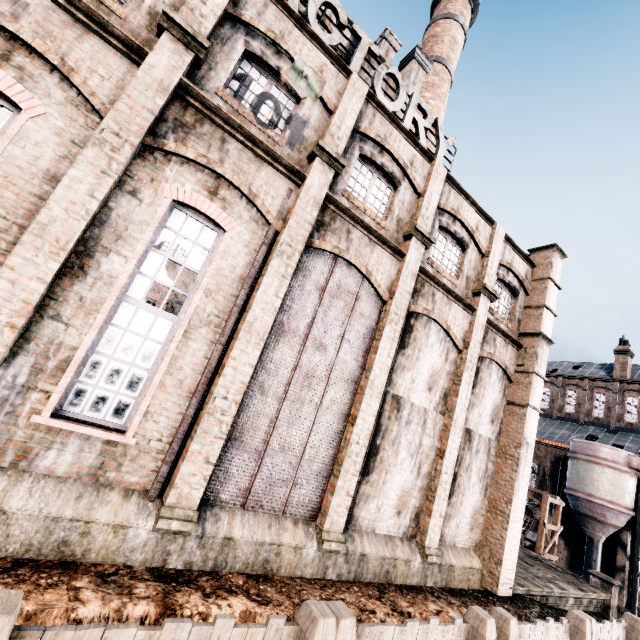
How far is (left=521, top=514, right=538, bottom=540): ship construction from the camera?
36.1 meters

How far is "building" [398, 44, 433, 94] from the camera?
18.41m

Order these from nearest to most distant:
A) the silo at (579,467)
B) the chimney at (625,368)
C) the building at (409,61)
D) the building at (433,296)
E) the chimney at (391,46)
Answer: the building at (433,296) → the building at (409,61) → the chimney at (391,46) → the silo at (579,467) → the chimney at (625,368)

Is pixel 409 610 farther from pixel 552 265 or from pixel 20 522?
pixel 552 265

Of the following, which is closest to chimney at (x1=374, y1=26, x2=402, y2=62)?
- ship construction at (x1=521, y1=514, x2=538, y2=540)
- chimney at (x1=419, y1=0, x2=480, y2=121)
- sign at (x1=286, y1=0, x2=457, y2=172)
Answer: chimney at (x1=419, y1=0, x2=480, y2=121)

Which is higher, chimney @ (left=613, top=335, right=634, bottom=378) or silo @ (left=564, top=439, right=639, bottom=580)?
chimney @ (left=613, top=335, right=634, bottom=378)

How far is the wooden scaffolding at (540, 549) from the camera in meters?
23.3 m

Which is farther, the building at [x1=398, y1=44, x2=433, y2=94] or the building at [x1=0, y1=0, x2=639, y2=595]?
the building at [x1=398, y1=44, x2=433, y2=94]
